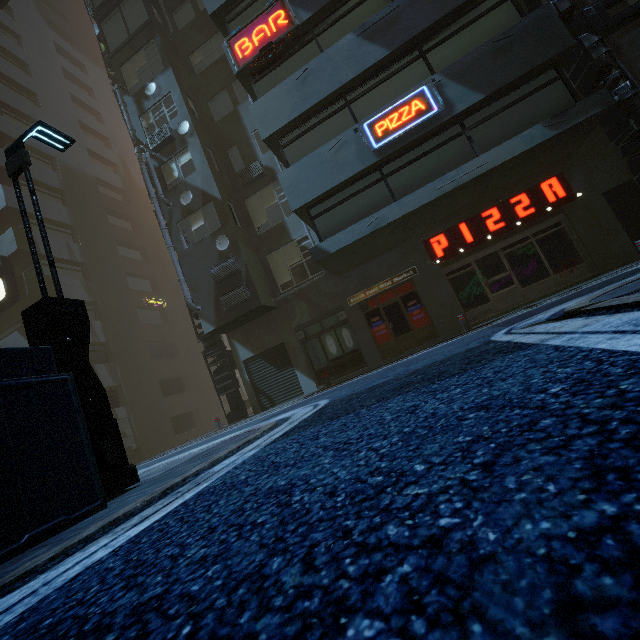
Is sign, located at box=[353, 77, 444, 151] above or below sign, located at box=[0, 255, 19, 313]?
below

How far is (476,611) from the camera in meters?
0.5

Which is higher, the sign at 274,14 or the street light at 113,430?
the sign at 274,14

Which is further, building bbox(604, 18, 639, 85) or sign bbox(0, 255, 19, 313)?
sign bbox(0, 255, 19, 313)

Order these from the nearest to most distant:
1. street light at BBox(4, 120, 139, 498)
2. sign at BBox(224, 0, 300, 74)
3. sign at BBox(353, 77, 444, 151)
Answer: street light at BBox(4, 120, 139, 498)
sign at BBox(353, 77, 444, 151)
sign at BBox(224, 0, 300, 74)

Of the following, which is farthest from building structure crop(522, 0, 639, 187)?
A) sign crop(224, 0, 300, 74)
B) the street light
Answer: the street light

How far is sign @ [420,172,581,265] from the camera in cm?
1088

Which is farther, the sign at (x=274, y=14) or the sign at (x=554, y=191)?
the sign at (x=274, y=14)
